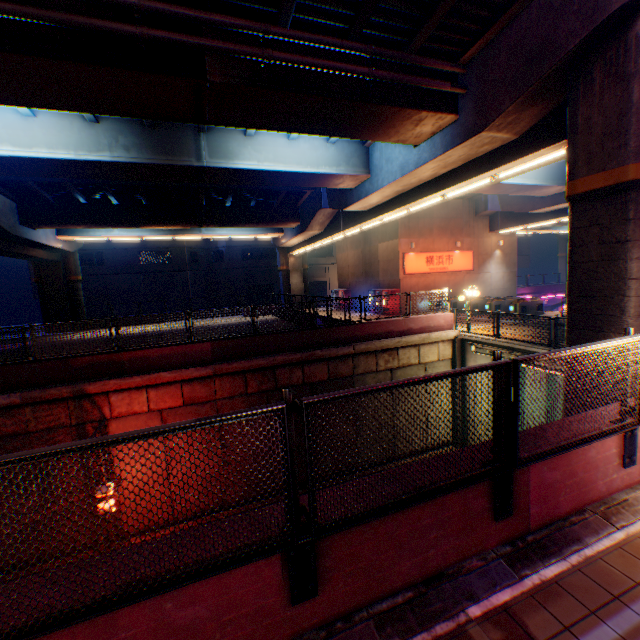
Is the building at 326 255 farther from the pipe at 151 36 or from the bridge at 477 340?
the pipe at 151 36

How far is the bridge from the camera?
12.7 meters

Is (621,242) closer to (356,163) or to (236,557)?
(236,557)

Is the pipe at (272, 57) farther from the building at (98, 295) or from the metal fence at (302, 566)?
the building at (98, 295)

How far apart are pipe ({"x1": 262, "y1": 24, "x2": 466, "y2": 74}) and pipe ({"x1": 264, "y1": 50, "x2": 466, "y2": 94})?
0.3 meters

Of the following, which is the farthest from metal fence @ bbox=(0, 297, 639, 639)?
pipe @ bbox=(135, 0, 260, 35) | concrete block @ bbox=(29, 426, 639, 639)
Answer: pipe @ bbox=(135, 0, 260, 35)

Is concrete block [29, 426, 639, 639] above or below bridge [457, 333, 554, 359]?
above

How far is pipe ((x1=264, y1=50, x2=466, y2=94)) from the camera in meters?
7.4 m
